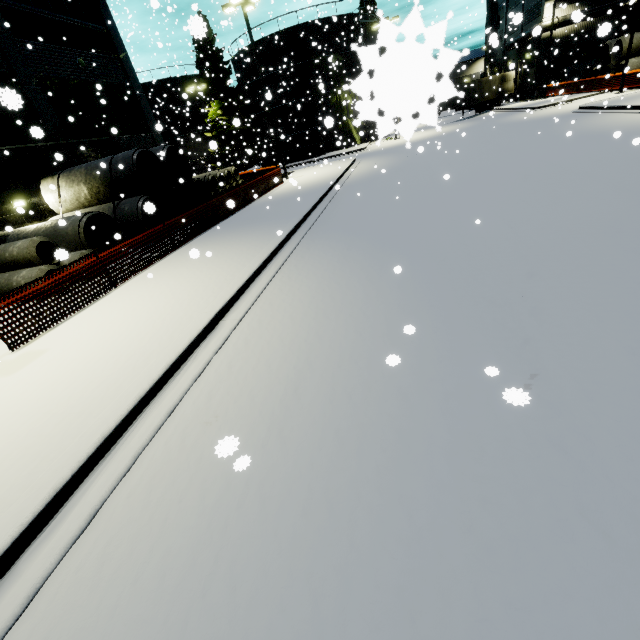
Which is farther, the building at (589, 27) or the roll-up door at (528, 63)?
the roll-up door at (528, 63)

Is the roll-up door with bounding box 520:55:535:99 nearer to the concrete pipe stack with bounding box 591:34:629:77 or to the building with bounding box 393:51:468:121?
the building with bounding box 393:51:468:121

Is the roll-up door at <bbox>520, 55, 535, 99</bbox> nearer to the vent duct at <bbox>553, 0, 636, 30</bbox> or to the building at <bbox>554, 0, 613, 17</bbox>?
the building at <bbox>554, 0, 613, 17</bbox>

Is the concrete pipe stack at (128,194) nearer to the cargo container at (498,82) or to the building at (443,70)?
the building at (443,70)

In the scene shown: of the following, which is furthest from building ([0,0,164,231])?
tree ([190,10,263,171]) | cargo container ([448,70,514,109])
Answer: cargo container ([448,70,514,109])

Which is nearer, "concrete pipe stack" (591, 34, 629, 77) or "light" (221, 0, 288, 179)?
"light" (221, 0, 288, 179)

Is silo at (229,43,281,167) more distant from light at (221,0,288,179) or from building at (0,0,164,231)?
light at (221,0,288,179)

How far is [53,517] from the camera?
3.2 meters
